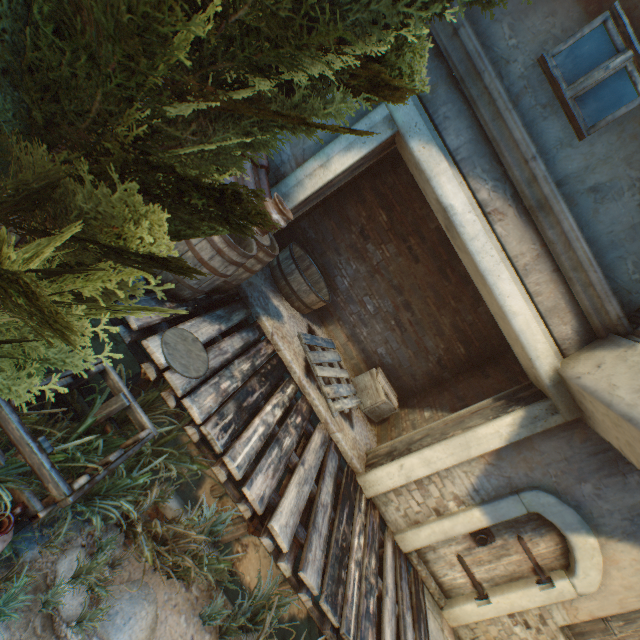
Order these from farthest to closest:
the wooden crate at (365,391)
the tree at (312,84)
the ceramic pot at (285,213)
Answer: the wooden crate at (365,391) → the ceramic pot at (285,213) → the tree at (312,84)

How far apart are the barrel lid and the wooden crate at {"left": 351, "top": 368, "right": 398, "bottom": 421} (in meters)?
3.82

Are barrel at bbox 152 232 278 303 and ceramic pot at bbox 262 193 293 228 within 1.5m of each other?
yes

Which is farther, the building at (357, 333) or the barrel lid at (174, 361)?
the building at (357, 333)

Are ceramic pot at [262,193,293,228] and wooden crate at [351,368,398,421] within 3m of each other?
no

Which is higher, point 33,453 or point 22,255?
point 22,255

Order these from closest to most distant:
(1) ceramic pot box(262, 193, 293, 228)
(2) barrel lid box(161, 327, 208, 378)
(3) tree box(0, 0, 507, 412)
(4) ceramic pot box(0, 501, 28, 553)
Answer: Result:
(3) tree box(0, 0, 507, 412)
(4) ceramic pot box(0, 501, 28, 553)
(2) barrel lid box(161, 327, 208, 378)
(1) ceramic pot box(262, 193, 293, 228)

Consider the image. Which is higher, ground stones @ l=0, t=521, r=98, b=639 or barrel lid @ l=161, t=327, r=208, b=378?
barrel lid @ l=161, t=327, r=208, b=378
